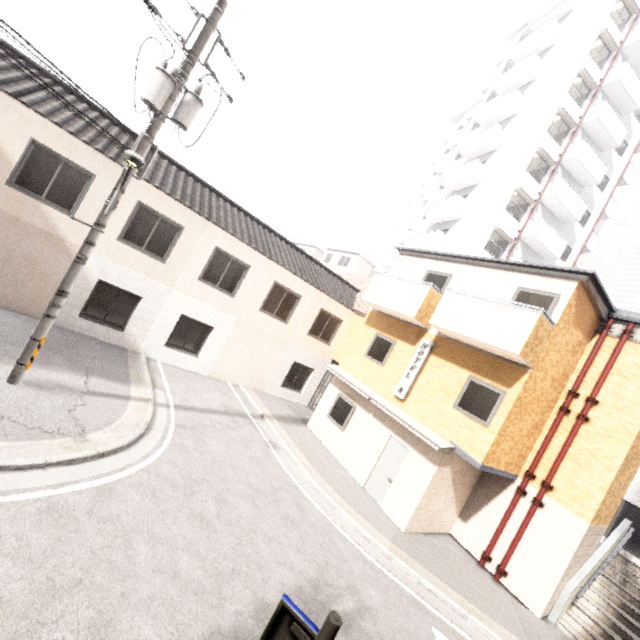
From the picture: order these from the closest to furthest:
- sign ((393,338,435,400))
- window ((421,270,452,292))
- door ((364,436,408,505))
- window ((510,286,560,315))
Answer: window ((510,286,560,315)) → door ((364,436,408,505)) → sign ((393,338,435,400)) → window ((421,270,452,292))

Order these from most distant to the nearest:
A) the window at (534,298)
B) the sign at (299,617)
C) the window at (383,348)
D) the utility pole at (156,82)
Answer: the window at (383,348) < the window at (534,298) < the utility pole at (156,82) < the sign at (299,617)

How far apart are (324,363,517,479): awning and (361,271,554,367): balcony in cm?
296

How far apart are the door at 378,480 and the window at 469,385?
2.0 meters

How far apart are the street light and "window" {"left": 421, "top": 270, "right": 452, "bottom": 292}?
10.1 meters

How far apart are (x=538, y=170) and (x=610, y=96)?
7.9m

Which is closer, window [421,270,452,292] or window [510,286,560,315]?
window [510,286,560,315]

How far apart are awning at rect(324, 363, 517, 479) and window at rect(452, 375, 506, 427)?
0.9 meters
